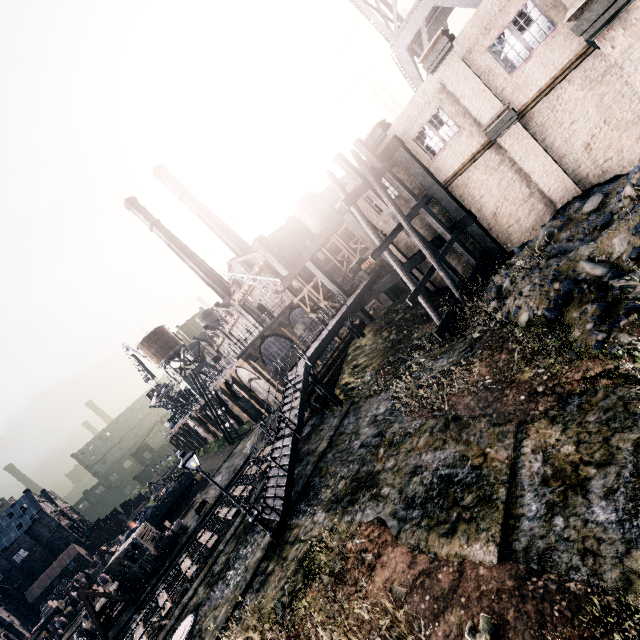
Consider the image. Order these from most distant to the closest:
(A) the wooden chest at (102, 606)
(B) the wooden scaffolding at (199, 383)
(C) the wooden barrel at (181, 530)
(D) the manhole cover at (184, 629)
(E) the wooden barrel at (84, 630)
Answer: (B) the wooden scaffolding at (199, 383)
(C) the wooden barrel at (181, 530)
(E) the wooden barrel at (84, 630)
(A) the wooden chest at (102, 606)
(D) the manhole cover at (184, 629)

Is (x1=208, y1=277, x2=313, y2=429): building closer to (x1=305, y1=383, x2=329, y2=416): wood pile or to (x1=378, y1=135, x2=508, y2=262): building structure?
(x1=378, y1=135, x2=508, y2=262): building structure

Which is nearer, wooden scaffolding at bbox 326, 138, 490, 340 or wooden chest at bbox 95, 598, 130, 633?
wooden scaffolding at bbox 326, 138, 490, 340

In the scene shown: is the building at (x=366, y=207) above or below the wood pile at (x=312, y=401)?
above

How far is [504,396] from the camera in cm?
989

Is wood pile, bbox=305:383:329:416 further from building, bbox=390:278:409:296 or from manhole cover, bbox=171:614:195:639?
manhole cover, bbox=171:614:195:639

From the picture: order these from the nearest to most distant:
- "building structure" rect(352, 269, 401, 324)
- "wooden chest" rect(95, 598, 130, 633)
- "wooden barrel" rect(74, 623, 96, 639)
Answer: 1. "building structure" rect(352, 269, 401, 324)
2. "wooden chest" rect(95, 598, 130, 633)
3. "wooden barrel" rect(74, 623, 96, 639)

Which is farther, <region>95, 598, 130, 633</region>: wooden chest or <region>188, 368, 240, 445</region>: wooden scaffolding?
<region>188, 368, 240, 445</region>: wooden scaffolding
